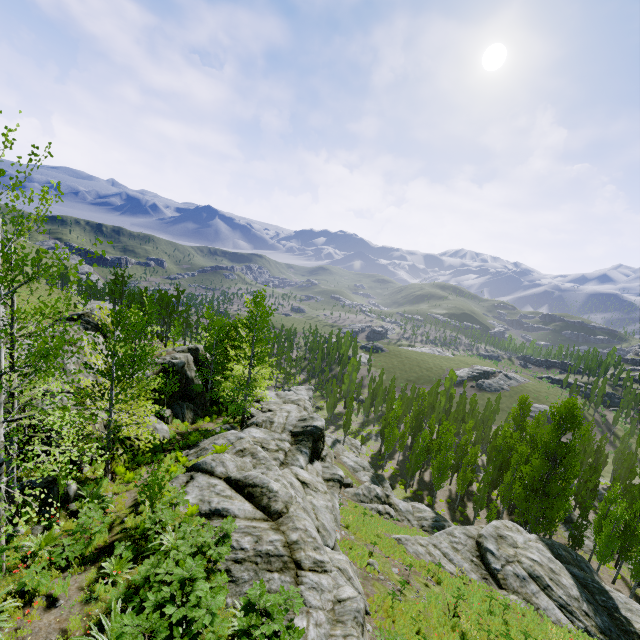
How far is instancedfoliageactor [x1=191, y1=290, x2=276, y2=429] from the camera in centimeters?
2480cm

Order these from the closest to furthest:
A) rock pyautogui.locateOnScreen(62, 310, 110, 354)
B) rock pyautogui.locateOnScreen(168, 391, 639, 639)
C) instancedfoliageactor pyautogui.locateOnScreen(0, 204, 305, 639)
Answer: instancedfoliageactor pyautogui.locateOnScreen(0, 204, 305, 639), rock pyautogui.locateOnScreen(168, 391, 639, 639), rock pyautogui.locateOnScreen(62, 310, 110, 354)

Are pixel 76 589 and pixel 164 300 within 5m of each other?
no

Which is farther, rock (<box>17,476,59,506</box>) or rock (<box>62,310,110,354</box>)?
rock (<box>62,310,110,354</box>)

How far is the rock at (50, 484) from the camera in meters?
10.6 m

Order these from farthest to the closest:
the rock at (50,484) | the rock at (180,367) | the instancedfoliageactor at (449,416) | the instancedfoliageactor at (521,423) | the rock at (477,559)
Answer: the instancedfoliageactor at (449,416) → the instancedfoliageactor at (521,423) → the rock at (180,367) → the rock at (50,484) → the rock at (477,559)

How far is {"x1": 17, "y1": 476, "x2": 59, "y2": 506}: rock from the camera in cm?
1065
